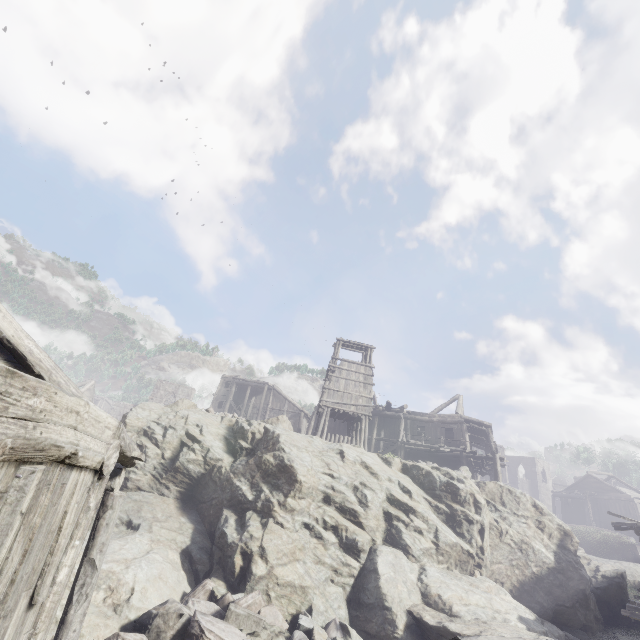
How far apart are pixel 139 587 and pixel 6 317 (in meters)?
7.66

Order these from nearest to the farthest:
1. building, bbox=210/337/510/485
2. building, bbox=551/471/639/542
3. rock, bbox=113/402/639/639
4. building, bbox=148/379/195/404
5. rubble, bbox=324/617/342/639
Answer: rubble, bbox=324/617/342/639 → rock, bbox=113/402/639/639 → building, bbox=210/337/510/485 → building, bbox=551/471/639/542 → building, bbox=148/379/195/404

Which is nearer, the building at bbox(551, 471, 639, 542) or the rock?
the rock

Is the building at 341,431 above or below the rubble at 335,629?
above

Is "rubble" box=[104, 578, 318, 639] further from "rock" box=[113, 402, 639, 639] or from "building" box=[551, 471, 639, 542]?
"building" box=[551, 471, 639, 542]

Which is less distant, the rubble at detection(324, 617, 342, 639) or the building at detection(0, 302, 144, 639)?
the building at detection(0, 302, 144, 639)

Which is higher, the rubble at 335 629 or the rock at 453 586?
the rock at 453 586
